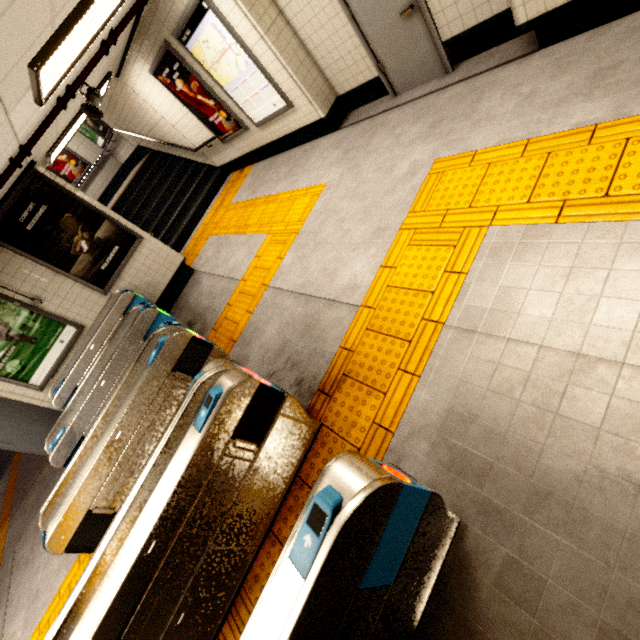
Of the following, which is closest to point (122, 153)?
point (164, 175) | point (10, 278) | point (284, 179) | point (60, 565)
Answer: point (164, 175)

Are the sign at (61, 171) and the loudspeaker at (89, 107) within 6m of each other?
no

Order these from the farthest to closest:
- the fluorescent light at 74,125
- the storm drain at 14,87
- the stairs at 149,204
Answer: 1. the stairs at 149,204
2. the fluorescent light at 74,125
3. the storm drain at 14,87

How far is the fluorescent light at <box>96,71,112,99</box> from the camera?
5.9 meters

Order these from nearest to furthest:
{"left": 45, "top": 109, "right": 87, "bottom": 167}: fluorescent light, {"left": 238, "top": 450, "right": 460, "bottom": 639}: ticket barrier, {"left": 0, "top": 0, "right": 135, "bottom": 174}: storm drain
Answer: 1. {"left": 238, "top": 450, "right": 460, "bottom": 639}: ticket barrier
2. {"left": 0, "top": 0, "right": 135, "bottom": 174}: storm drain
3. {"left": 45, "top": 109, "right": 87, "bottom": 167}: fluorescent light

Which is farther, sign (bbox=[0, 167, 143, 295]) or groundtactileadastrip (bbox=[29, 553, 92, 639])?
sign (bbox=[0, 167, 143, 295])

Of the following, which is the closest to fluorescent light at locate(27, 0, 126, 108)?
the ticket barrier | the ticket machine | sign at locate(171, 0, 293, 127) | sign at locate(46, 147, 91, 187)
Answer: sign at locate(171, 0, 293, 127)

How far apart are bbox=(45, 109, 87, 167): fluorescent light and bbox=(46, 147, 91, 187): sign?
6.4m
